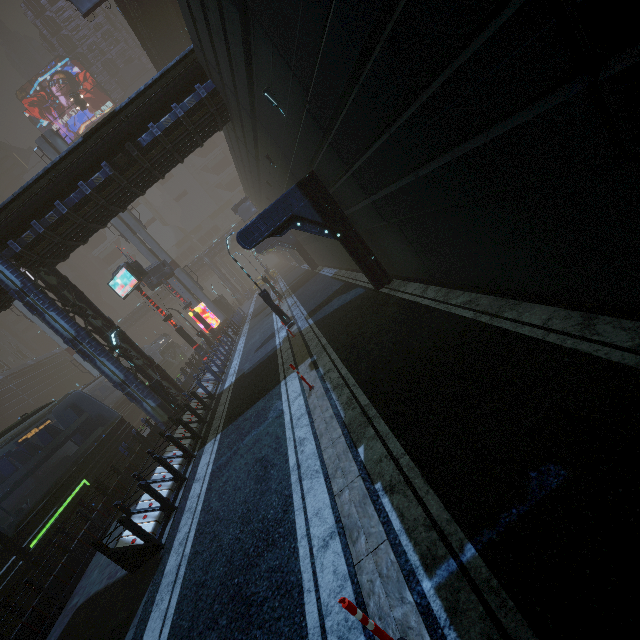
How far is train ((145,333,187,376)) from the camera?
40.6m

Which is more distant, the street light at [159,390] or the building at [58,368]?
the building at [58,368]

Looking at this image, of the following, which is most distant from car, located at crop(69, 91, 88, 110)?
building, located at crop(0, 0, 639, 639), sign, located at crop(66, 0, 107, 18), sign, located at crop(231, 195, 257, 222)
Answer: sign, located at crop(231, 195, 257, 222)

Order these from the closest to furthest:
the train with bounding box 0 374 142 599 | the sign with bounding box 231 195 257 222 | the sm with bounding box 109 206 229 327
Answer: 1. the train with bounding box 0 374 142 599
2. the sm with bounding box 109 206 229 327
3. the sign with bounding box 231 195 257 222

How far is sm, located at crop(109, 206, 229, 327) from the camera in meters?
35.5

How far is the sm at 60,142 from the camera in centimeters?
3275cm

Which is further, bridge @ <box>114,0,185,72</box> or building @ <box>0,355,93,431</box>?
building @ <box>0,355,93,431</box>

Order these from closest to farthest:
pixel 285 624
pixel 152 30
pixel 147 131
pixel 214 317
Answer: pixel 285 624, pixel 147 131, pixel 152 30, pixel 214 317
